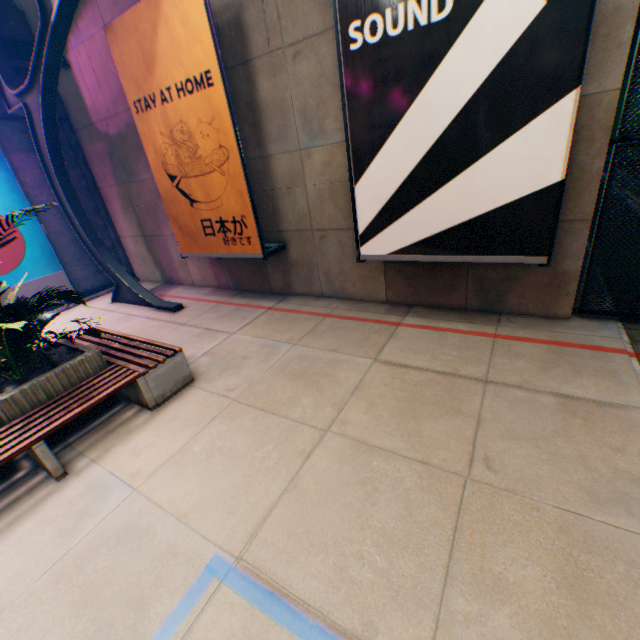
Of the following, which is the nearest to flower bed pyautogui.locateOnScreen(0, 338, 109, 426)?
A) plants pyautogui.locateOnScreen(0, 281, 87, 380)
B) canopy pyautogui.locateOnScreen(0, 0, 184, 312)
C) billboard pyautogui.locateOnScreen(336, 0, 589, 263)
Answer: plants pyautogui.locateOnScreen(0, 281, 87, 380)

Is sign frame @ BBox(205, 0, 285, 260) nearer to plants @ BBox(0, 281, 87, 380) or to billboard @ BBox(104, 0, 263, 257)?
billboard @ BBox(104, 0, 263, 257)

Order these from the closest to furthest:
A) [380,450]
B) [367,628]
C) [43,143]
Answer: [367,628] → [380,450] → [43,143]

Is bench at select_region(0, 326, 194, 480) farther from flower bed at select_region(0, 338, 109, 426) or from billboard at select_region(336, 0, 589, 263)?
billboard at select_region(336, 0, 589, 263)

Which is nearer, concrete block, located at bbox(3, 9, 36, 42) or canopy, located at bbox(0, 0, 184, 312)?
canopy, located at bbox(0, 0, 184, 312)

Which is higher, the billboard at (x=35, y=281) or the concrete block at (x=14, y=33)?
the concrete block at (x=14, y=33)

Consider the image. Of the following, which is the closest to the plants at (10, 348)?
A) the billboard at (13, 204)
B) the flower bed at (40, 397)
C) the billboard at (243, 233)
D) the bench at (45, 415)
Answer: the flower bed at (40, 397)

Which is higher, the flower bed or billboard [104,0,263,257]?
billboard [104,0,263,257]
